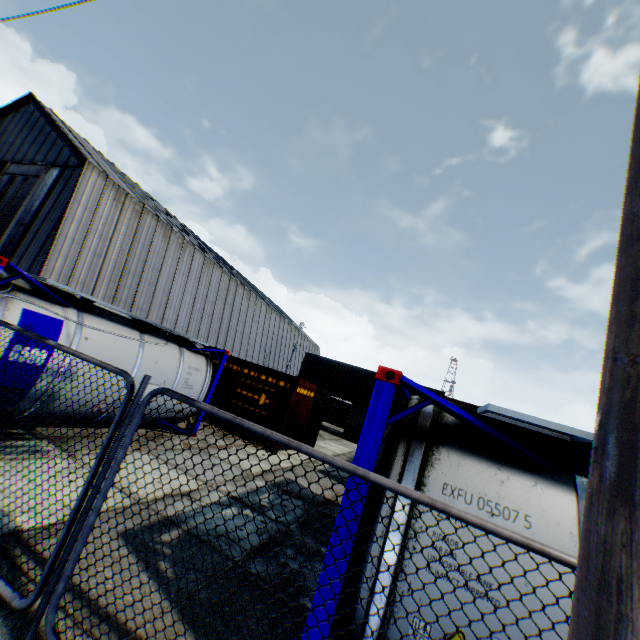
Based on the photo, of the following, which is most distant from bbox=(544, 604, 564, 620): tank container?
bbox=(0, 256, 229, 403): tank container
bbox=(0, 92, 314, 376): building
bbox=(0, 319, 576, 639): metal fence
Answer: bbox=(0, 92, 314, 376): building

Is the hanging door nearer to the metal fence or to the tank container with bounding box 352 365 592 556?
the metal fence

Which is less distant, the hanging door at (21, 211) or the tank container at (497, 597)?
the tank container at (497, 597)

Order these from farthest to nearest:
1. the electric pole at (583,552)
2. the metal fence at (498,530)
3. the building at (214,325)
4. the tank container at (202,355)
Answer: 1. the building at (214,325)
2. the tank container at (202,355)
3. the metal fence at (498,530)
4. the electric pole at (583,552)

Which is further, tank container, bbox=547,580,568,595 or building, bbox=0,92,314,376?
building, bbox=0,92,314,376

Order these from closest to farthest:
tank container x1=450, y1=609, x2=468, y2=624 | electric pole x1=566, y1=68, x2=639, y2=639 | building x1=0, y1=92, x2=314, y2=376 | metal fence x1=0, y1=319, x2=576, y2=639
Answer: electric pole x1=566, y1=68, x2=639, y2=639 < metal fence x1=0, y1=319, x2=576, y2=639 < tank container x1=450, y1=609, x2=468, y2=624 < building x1=0, y1=92, x2=314, y2=376

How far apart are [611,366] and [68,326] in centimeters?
821cm

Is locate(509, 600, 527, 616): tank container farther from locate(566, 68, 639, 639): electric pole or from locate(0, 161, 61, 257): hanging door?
locate(0, 161, 61, 257): hanging door
